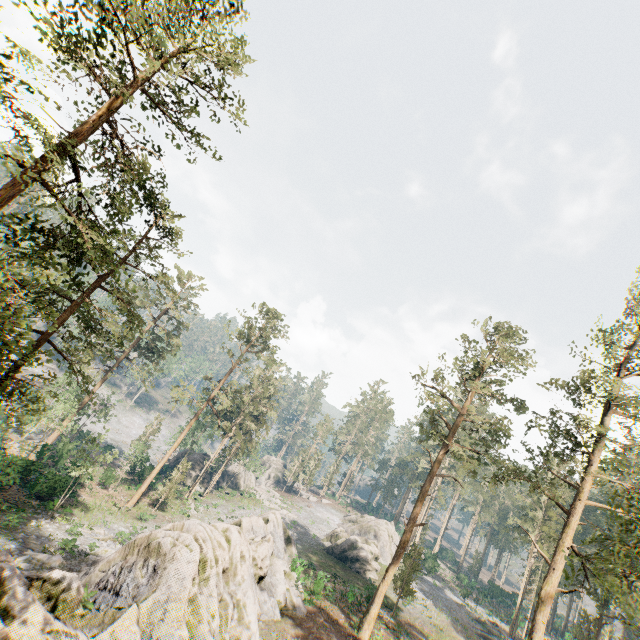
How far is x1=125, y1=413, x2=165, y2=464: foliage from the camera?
38.4 meters

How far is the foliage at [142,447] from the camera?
38.4 meters

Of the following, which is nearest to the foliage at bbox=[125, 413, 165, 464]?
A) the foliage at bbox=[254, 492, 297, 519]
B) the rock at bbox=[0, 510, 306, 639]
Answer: the rock at bbox=[0, 510, 306, 639]

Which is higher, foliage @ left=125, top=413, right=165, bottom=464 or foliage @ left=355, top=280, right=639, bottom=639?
foliage @ left=355, top=280, right=639, bottom=639

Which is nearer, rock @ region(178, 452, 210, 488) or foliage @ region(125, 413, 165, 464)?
foliage @ region(125, 413, 165, 464)

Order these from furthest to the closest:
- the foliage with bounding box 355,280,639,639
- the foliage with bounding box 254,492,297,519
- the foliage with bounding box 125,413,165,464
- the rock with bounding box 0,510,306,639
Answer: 1. the foliage with bounding box 254,492,297,519
2. the foliage with bounding box 125,413,165,464
3. the foliage with bounding box 355,280,639,639
4. the rock with bounding box 0,510,306,639

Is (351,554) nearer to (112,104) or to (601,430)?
(601,430)

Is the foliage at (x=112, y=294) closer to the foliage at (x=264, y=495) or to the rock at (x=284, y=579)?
the rock at (x=284, y=579)
